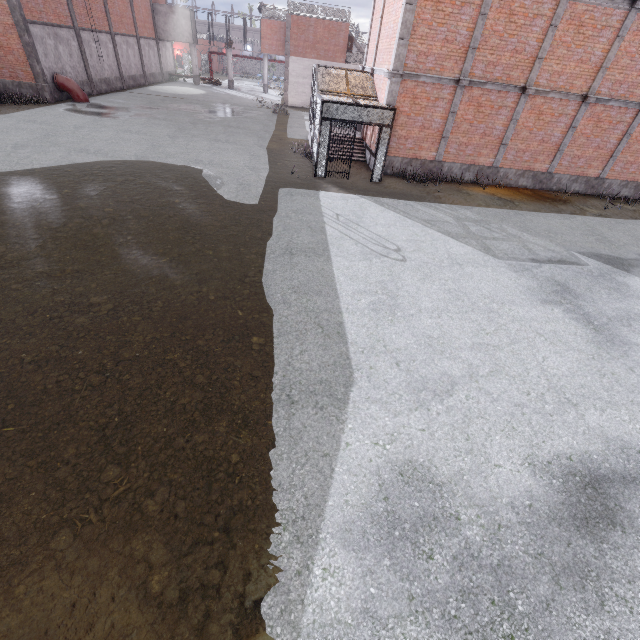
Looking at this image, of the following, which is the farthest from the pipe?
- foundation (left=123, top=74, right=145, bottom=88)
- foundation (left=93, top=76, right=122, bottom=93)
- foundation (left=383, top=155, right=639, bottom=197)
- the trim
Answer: foundation (left=383, top=155, right=639, bottom=197)

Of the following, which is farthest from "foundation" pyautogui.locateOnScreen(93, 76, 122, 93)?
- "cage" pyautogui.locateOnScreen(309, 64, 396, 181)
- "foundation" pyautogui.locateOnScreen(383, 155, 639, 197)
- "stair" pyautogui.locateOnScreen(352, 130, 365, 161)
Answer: "foundation" pyautogui.locateOnScreen(383, 155, 639, 197)

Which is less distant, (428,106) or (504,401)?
(504,401)

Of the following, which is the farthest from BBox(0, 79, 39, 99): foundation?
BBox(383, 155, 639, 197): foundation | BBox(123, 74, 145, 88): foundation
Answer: BBox(383, 155, 639, 197): foundation

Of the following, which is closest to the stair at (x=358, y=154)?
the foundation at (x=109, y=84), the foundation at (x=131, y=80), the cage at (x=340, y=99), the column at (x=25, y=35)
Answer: the cage at (x=340, y=99)

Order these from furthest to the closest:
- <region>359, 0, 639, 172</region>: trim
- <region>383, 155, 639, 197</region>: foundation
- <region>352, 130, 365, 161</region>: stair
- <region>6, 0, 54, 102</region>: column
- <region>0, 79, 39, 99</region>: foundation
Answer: <region>0, 79, 39, 99</region>: foundation, <region>6, 0, 54, 102</region>: column, <region>352, 130, 365, 161</region>: stair, <region>383, 155, 639, 197</region>: foundation, <region>359, 0, 639, 172</region>: trim

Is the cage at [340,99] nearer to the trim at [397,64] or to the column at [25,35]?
the trim at [397,64]

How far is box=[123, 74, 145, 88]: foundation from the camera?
30.80m
